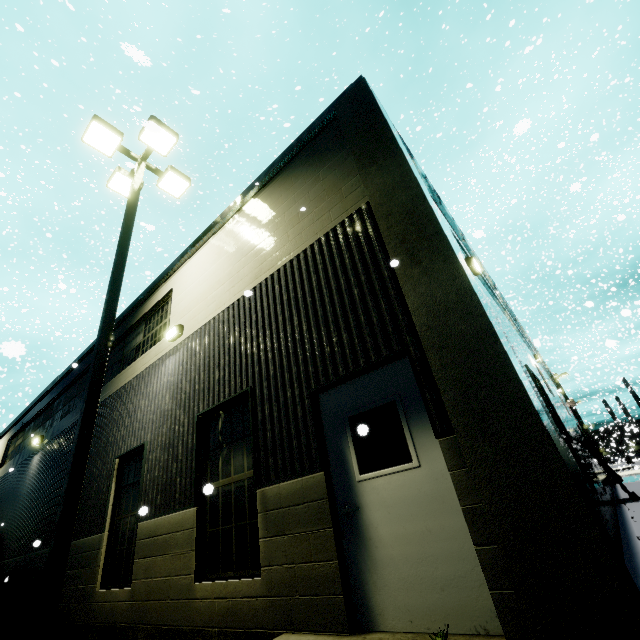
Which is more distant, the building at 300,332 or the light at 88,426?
the light at 88,426

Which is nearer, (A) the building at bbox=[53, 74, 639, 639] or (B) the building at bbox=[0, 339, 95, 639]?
(A) the building at bbox=[53, 74, 639, 639]

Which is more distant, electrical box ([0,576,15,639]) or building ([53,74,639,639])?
electrical box ([0,576,15,639])

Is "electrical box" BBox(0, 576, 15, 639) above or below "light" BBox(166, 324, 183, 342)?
below

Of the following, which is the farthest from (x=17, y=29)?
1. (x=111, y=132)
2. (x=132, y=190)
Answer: (x=132, y=190)

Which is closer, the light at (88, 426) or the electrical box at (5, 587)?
the light at (88, 426)

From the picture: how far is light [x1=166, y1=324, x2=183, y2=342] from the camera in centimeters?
747cm

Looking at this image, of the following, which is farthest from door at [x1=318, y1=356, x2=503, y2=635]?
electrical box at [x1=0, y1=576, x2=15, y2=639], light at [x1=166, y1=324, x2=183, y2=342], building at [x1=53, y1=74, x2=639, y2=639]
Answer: electrical box at [x1=0, y1=576, x2=15, y2=639]
